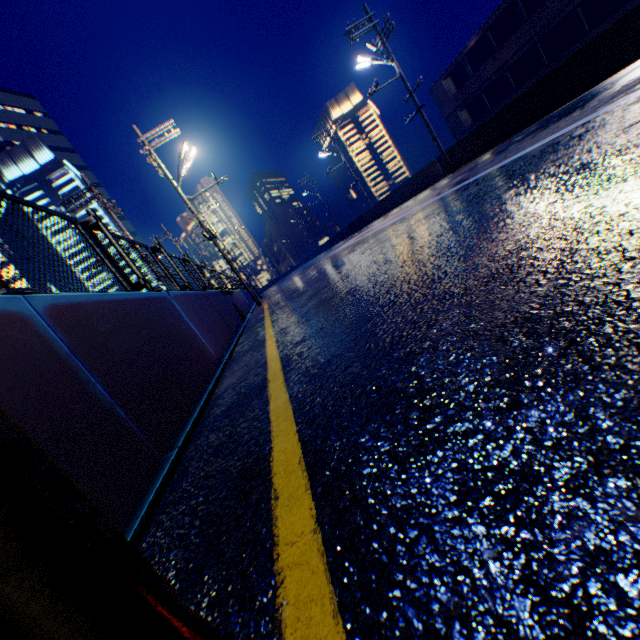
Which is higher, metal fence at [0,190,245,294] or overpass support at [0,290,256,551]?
metal fence at [0,190,245,294]

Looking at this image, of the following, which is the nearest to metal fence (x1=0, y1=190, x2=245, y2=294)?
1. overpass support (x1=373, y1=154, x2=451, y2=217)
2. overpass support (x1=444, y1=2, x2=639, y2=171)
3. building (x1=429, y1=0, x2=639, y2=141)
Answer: overpass support (x1=444, y1=2, x2=639, y2=171)

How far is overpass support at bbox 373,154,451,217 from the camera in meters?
19.7 m

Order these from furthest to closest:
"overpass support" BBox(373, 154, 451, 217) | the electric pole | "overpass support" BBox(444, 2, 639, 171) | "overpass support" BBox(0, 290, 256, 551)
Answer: "overpass support" BBox(373, 154, 451, 217) < "overpass support" BBox(444, 2, 639, 171) < "overpass support" BBox(0, 290, 256, 551) < the electric pole

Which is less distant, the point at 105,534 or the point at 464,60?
the point at 105,534

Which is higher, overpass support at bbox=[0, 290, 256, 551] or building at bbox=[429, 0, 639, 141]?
building at bbox=[429, 0, 639, 141]

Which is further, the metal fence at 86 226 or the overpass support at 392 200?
Answer: the overpass support at 392 200

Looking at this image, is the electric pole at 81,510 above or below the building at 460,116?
below
